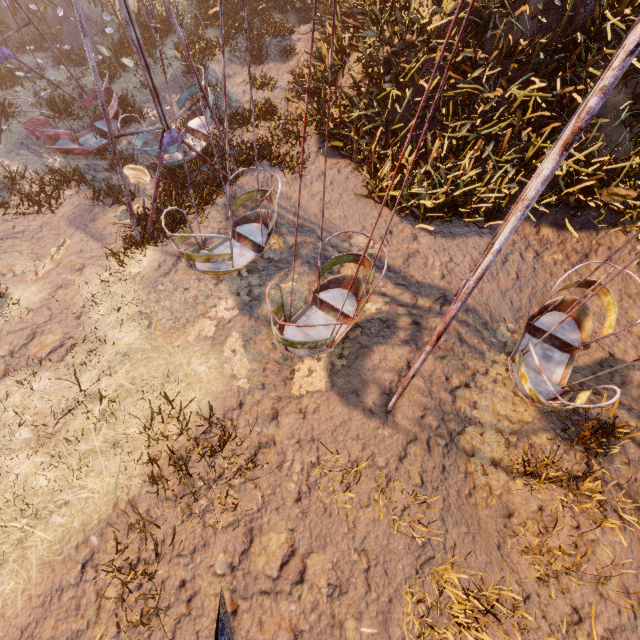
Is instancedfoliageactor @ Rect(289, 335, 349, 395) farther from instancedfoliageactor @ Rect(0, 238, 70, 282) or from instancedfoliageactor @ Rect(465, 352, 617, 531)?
instancedfoliageactor @ Rect(0, 238, 70, 282)

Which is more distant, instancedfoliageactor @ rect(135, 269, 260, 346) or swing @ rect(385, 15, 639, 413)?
instancedfoliageactor @ rect(135, 269, 260, 346)

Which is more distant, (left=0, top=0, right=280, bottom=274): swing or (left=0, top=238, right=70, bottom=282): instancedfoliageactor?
(left=0, top=238, right=70, bottom=282): instancedfoliageactor

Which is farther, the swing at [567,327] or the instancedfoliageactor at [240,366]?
the instancedfoliageactor at [240,366]

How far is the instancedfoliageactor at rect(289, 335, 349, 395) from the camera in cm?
563

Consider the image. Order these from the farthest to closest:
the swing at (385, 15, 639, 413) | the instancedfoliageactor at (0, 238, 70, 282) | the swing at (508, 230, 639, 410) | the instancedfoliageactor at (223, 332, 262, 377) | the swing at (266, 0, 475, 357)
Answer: the instancedfoliageactor at (0, 238, 70, 282) → the instancedfoliageactor at (223, 332, 262, 377) → the swing at (508, 230, 639, 410) → the swing at (266, 0, 475, 357) → the swing at (385, 15, 639, 413)

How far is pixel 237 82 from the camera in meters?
11.6 m

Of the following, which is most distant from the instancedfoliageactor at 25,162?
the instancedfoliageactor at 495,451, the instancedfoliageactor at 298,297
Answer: the instancedfoliageactor at 495,451
